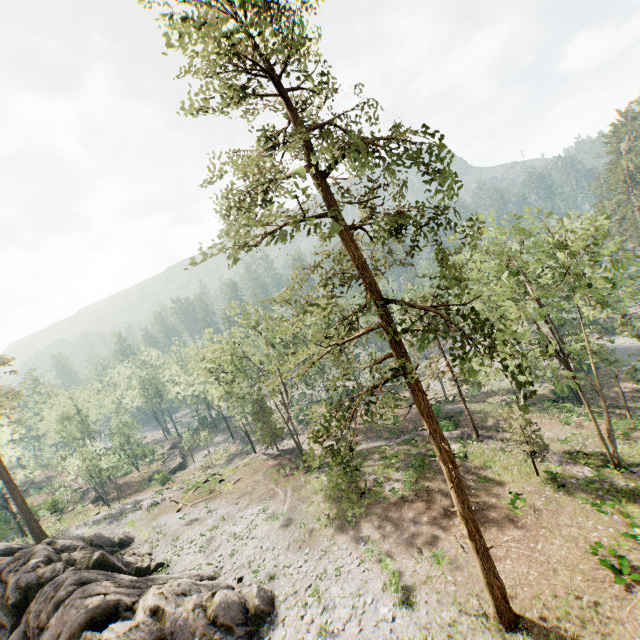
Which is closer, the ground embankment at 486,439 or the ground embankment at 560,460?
the ground embankment at 560,460

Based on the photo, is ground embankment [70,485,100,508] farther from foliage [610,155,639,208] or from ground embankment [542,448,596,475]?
ground embankment [542,448,596,475]

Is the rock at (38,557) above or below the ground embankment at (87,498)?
above

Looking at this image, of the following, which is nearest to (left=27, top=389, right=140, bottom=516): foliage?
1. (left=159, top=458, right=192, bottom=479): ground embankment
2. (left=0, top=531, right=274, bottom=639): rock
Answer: (left=0, top=531, right=274, bottom=639): rock

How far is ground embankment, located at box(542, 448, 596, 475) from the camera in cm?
2248

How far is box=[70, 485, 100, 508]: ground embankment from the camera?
49.19m

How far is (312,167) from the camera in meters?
10.2

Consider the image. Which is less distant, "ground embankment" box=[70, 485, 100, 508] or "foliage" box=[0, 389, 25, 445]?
"foliage" box=[0, 389, 25, 445]
